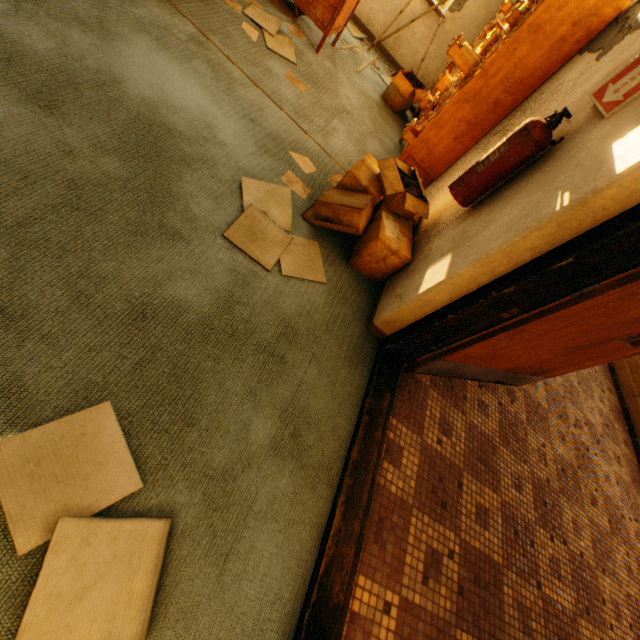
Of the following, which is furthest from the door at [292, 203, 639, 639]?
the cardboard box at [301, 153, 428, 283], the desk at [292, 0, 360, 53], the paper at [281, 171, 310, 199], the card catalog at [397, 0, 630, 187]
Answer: the desk at [292, 0, 360, 53]

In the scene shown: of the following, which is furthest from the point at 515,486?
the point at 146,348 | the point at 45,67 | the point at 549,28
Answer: the point at 45,67

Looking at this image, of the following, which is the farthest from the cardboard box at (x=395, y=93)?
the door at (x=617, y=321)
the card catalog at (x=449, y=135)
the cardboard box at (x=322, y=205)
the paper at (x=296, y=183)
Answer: the door at (x=617, y=321)

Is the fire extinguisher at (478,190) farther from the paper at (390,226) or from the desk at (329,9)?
the desk at (329,9)

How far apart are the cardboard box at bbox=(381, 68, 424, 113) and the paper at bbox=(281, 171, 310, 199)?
2.7 meters

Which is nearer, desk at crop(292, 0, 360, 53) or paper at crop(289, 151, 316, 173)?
paper at crop(289, 151, 316, 173)

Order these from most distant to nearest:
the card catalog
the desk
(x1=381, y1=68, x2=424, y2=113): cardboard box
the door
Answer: (x1=381, y1=68, x2=424, y2=113): cardboard box, the desk, the card catalog, the door

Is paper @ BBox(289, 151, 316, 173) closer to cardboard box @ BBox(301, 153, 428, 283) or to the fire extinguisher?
cardboard box @ BBox(301, 153, 428, 283)
